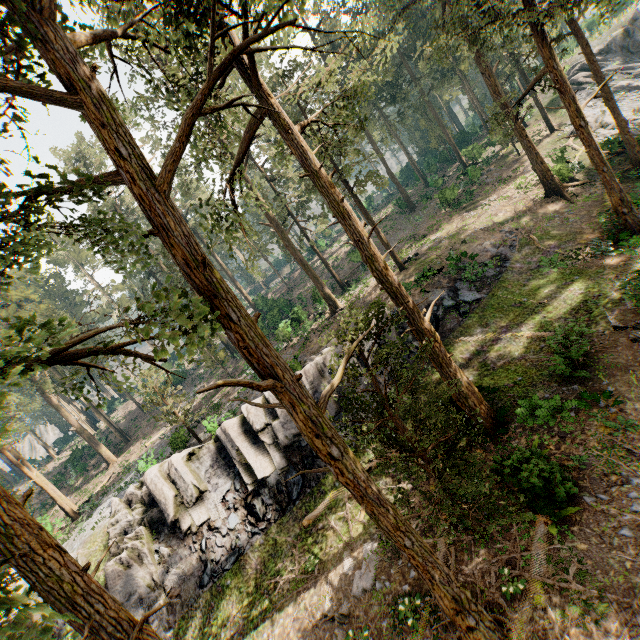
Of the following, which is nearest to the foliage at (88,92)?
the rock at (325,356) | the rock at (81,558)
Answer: the rock at (81,558)

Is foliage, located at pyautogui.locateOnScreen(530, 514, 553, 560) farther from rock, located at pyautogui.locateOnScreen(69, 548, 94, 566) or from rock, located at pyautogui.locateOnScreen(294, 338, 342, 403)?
rock, located at pyautogui.locateOnScreen(294, 338, 342, 403)

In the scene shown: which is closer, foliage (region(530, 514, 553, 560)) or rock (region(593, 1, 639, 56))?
foliage (region(530, 514, 553, 560))

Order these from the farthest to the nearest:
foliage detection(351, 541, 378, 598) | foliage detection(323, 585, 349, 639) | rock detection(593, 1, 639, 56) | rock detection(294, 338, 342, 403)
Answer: rock detection(593, 1, 639, 56), rock detection(294, 338, 342, 403), foliage detection(351, 541, 378, 598), foliage detection(323, 585, 349, 639)

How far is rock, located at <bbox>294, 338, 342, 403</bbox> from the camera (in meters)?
20.54

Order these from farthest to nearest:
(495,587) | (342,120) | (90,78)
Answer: (342,120), (495,587), (90,78)

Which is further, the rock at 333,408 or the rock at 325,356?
the rock at 325,356

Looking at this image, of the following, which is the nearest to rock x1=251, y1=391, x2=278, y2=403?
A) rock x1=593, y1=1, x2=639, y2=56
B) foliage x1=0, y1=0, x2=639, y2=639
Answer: foliage x1=0, y1=0, x2=639, y2=639
